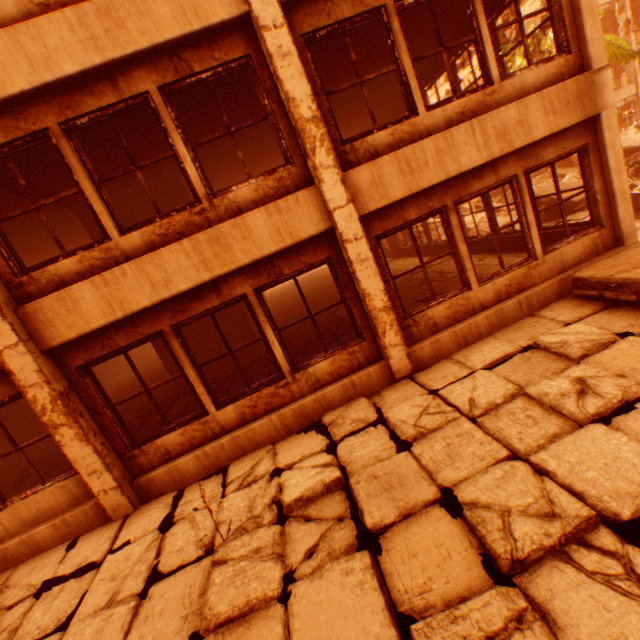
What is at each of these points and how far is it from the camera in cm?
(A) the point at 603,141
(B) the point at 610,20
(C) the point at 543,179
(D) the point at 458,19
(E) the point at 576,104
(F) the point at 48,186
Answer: (A) pillar, 557
(B) floor rubble, 2534
(C) rock pile, 2094
(D) wall corner piece, 702
(E) wall corner piece, 533
(F) concrete beam, 666

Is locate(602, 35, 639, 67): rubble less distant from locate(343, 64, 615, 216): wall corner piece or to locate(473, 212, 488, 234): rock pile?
locate(473, 212, 488, 234): rock pile

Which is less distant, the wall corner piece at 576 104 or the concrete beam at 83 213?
the wall corner piece at 576 104

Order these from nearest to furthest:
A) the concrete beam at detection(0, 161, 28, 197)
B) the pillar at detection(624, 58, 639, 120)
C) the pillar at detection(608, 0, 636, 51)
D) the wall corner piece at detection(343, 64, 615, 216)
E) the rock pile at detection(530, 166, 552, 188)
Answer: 1. the wall corner piece at detection(343, 64, 615, 216)
2. the concrete beam at detection(0, 161, 28, 197)
3. the rock pile at detection(530, 166, 552, 188)
4. the pillar at detection(608, 0, 636, 51)
5. the pillar at detection(624, 58, 639, 120)

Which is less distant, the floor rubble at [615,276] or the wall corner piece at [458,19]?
the floor rubble at [615,276]

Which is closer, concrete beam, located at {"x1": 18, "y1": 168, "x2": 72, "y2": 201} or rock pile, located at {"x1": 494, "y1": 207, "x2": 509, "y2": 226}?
concrete beam, located at {"x1": 18, "y1": 168, "x2": 72, "y2": 201}

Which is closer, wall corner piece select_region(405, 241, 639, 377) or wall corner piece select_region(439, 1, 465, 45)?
wall corner piece select_region(405, 241, 639, 377)

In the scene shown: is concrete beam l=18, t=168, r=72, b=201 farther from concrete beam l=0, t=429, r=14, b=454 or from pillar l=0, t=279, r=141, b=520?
concrete beam l=0, t=429, r=14, b=454
